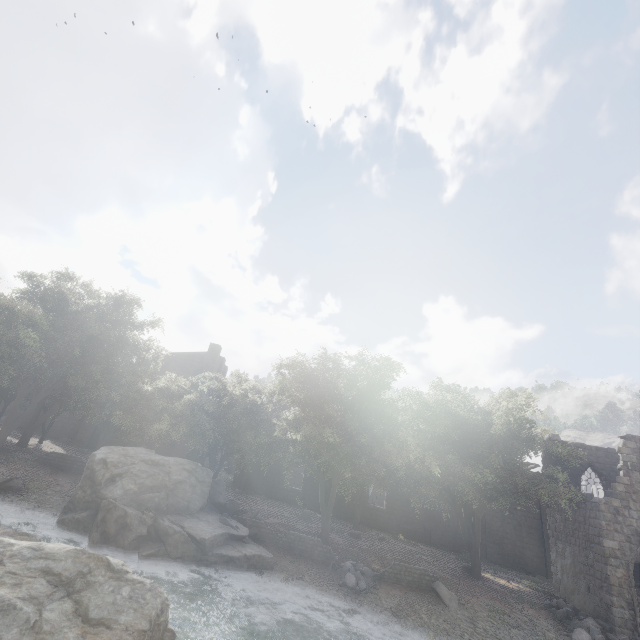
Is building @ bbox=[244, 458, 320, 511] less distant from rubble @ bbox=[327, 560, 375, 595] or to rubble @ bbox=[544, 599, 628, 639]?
rubble @ bbox=[544, 599, 628, 639]

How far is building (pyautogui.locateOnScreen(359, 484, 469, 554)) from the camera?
29.2m

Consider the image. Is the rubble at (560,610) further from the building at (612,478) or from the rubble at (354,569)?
the rubble at (354,569)

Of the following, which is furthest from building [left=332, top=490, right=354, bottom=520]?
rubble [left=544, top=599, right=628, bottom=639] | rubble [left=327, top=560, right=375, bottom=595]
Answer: rubble [left=327, top=560, right=375, bottom=595]

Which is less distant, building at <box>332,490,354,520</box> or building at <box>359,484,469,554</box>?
building at <box>359,484,469,554</box>

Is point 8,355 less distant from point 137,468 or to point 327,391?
point 137,468

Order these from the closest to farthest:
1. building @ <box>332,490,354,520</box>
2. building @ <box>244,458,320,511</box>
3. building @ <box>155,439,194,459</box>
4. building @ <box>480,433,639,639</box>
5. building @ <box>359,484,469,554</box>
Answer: building @ <box>480,433,639,639</box> → building @ <box>359,484,469,554</box> → building @ <box>332,490,354,520</box> → building @ <box>244,458,320,511</box> → building @ <box>155,439,194,459</box>
